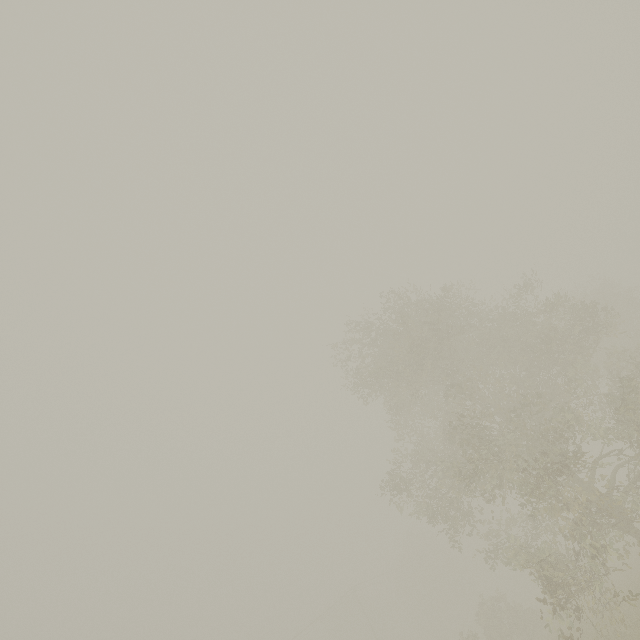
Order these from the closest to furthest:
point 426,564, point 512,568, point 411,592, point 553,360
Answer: point 512,568 → point 553,360 → point 411,592 → point 426,564
